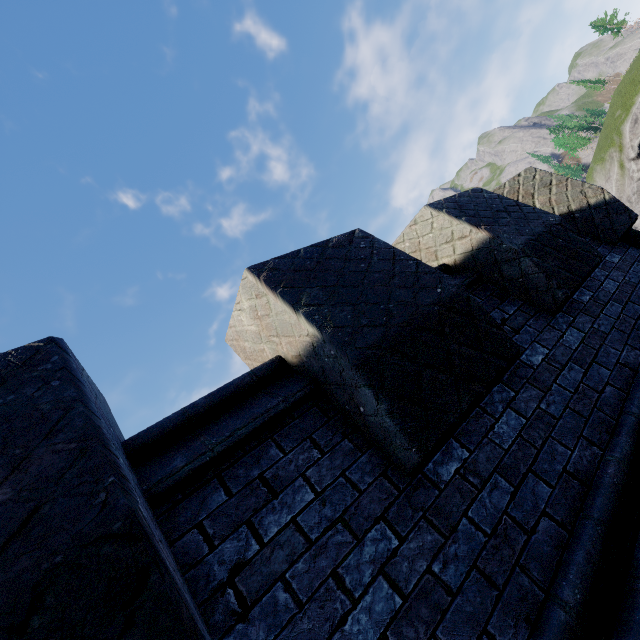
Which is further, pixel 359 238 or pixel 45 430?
pixel 359 238
